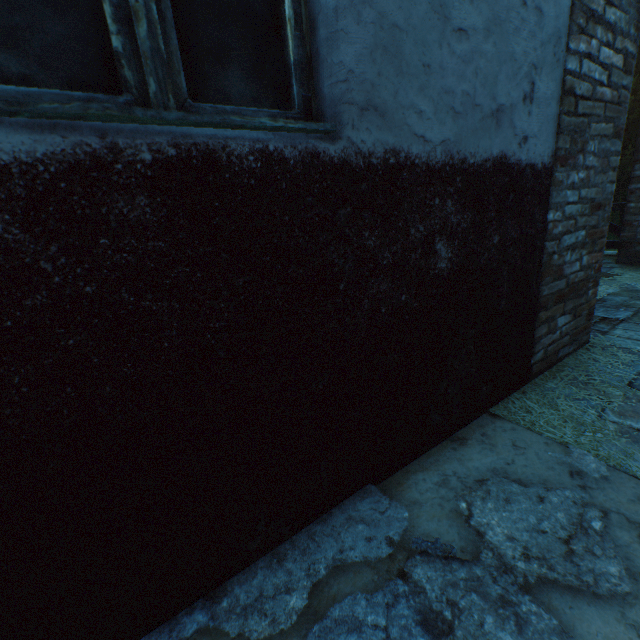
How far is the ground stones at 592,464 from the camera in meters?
1.4

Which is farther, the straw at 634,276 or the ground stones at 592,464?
the straw at 634,276

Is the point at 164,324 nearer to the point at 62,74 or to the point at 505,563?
the point at 62,74

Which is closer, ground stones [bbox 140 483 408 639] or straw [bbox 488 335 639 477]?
ground stones [bbox 140 483 408 639]

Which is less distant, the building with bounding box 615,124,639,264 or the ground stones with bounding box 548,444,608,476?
the ground stones with bounding box 548,444,608,476

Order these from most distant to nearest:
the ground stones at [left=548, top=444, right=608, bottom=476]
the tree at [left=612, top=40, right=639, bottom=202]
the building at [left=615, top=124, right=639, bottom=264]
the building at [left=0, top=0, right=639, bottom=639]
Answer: the tree at [left=612, top=40, right=639, bottom=202], the building at [left=615, top=124, right=639, bottom=264], the ground stones at [left=548, top=444, right=608, bottom=476], the building at [left=0, top=0, right=639, bottom=639]

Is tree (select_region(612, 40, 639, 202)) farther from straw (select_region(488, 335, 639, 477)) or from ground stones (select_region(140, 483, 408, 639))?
ground stones (select_region(140, 483, 408, 639))
